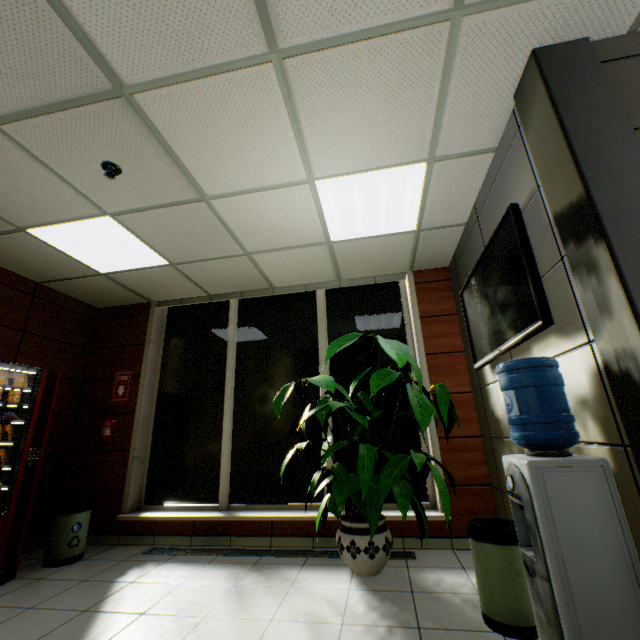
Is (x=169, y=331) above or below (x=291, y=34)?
below

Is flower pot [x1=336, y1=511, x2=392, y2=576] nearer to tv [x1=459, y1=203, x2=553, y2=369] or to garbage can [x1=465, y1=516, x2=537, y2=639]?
garbage can [x1=465, y1=516, x2=537, y2=639]

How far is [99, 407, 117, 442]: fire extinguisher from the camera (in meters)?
Answer: 4.33

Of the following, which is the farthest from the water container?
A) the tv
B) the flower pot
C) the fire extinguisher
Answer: the fire extinguisher

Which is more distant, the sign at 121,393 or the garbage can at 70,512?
the sign at 121,393

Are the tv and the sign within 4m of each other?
no

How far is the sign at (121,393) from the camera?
4.7 meters

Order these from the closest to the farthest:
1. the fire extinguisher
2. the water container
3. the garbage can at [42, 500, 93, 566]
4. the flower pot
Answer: the water container → the flower pot → the garbage can at [42, 500, 93, 566] → the fire extinguisher
